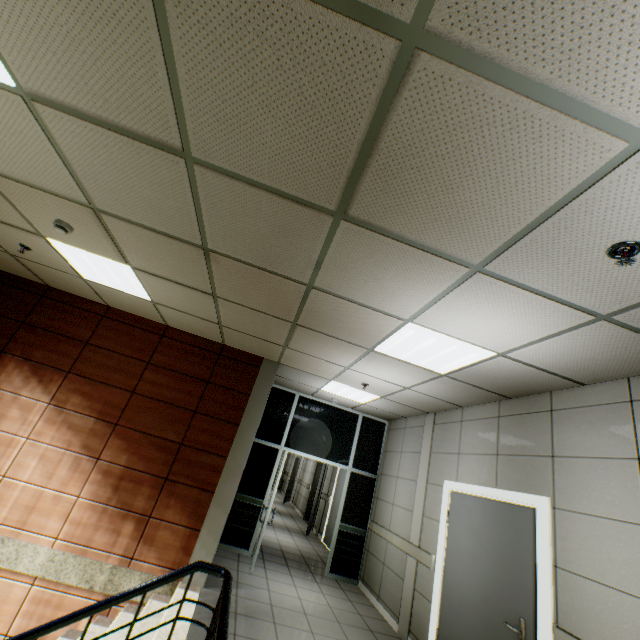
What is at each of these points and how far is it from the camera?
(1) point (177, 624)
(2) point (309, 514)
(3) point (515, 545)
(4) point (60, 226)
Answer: (1) stairs, 3.36m
(2) door, 12.30m
(3) door, 3.42m
(4) fire alarm, 3.15m

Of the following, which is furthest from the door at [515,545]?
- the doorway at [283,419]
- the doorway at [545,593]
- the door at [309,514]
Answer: the door at [309,514]

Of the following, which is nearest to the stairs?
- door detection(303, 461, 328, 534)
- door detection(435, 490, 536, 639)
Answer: door detection(435, 490, 536, 639)

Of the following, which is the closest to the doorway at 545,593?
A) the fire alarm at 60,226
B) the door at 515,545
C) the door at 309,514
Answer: the door at 515,545

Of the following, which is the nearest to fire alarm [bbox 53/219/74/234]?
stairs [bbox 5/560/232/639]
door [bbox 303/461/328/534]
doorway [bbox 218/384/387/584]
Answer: stairs [bbox 5/560/232/639]

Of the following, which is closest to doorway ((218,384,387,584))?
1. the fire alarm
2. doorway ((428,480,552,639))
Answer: doorway ((428,480,552,639))

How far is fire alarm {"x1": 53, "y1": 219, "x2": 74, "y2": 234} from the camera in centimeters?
314cm

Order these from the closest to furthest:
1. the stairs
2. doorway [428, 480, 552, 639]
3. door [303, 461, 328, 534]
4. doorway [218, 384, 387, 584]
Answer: the stairs < doorway [428, 480, 552, 639] < doorway [218, 384, 387, 584] < door [303, 461, 328, 534]
